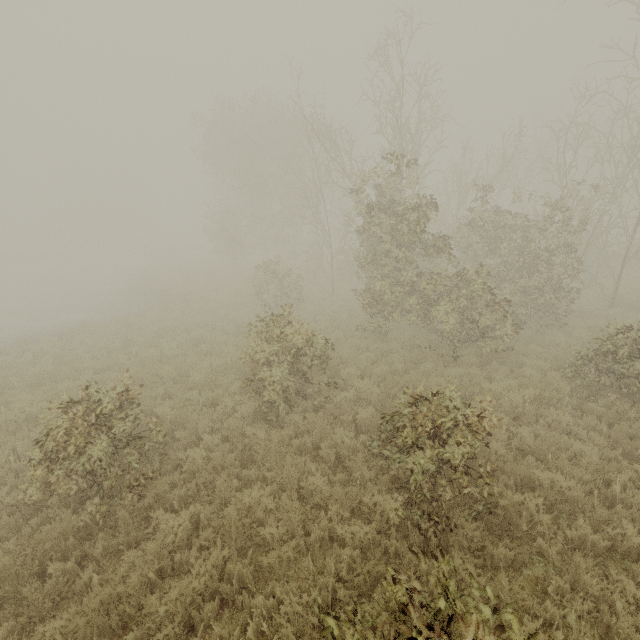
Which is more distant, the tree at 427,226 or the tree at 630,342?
the tree at 427,226

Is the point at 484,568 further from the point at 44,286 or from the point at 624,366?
the point at 44,286

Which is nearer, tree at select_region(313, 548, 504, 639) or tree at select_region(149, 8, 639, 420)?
tree at select_region(313, 548, 504, 639)

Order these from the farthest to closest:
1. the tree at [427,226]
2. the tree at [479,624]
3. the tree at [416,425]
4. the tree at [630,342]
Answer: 1. the tree at [427,226]
2. the tree at [630,342]
3. the tree at [416,425]
4. the tree at [479,624]

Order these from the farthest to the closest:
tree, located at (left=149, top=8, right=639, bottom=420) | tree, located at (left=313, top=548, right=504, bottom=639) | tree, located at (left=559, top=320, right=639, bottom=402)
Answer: tree, located at (left=149, top=8, right=639, bottom=420) → tree, located at (left=559, top=320, right=639, bottom=402) → tree, located at (left=313, top=548, right=504, bottom=639)

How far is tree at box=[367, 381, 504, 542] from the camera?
4.64m
